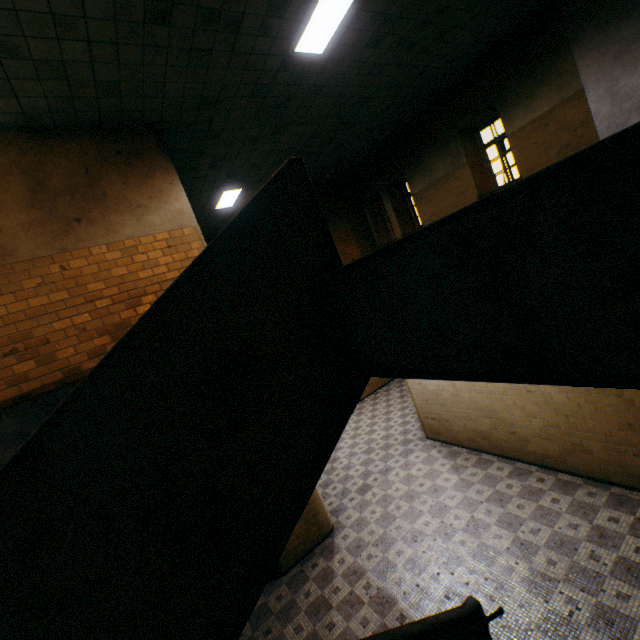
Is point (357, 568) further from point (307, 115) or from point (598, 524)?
point (307, 115)

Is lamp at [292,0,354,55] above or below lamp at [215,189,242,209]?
below

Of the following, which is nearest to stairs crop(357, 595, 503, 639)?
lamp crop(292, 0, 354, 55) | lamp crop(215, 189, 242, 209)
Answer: lamp crop(292, 0, 354, 55)

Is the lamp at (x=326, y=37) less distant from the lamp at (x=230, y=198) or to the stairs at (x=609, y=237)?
the stairs at (x=609, y=237)

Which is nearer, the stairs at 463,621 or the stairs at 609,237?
the stairs at 609,237

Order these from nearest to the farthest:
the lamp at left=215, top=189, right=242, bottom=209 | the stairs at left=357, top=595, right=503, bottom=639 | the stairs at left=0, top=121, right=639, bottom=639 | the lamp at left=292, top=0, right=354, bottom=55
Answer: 1. the stairs at left=0, top=121, right=639, bottom=639
2. the stairs at left=357, top=595, right=503, bottom=639
3. the lamp at left=292, top=0, right=354, bottom=55
4. the lamp at left=215, top=189, right=242, bottom=209

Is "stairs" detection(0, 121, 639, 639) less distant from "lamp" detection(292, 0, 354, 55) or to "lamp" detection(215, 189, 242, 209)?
"lamp" detection(292, 0, 354, 55)
